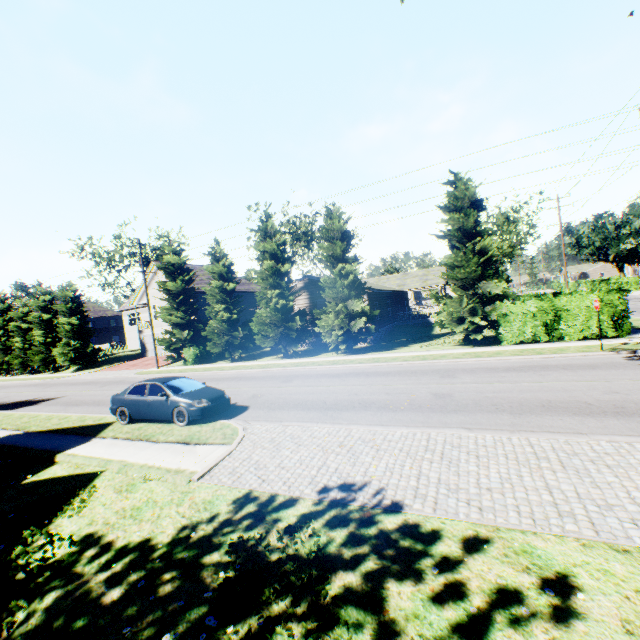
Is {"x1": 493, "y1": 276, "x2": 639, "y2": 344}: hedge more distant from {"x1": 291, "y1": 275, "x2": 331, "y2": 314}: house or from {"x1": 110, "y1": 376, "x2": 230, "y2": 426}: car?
{"x1": 110, "y1": 376, "x2": 230, "y2": 426}: car

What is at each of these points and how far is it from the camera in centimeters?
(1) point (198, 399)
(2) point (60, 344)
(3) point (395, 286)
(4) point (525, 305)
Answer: (1) car, 1134cm
(2) tree, 3766cm
(3) house, 3634cm
(4) hedge, 1794cm

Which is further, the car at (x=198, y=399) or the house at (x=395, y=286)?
the house at (x=395, y=286)

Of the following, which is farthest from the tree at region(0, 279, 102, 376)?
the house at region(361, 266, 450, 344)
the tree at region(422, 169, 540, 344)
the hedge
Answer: the hedge

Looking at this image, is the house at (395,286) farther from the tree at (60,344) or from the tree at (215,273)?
the tree at (60,344)

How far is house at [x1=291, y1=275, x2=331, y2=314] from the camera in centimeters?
2836cm

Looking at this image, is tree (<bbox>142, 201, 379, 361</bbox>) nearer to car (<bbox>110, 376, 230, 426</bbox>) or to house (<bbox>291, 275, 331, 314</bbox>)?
house (<bbox>291, 275, 331, 314</bbox>)

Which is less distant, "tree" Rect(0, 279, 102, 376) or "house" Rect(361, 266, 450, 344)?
"house" Rect(361, 266, 450, 344)
